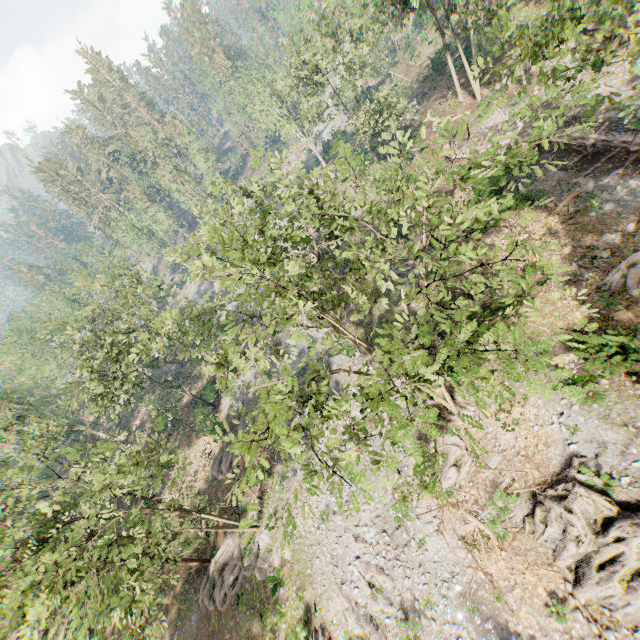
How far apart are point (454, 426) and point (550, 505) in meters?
6.6

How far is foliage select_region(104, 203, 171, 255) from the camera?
54.8 meters

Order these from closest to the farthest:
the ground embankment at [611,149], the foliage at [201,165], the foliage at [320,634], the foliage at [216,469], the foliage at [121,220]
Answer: the foliage at [216,469]
the foliage at [320,634]
the ground embankment at [611,149]
the foliage at [201,165]
the foliage at [121,220]

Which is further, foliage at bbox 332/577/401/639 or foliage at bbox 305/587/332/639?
foliage at bbox 305/587/332/639

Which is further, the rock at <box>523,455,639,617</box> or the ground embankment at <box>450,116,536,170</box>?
the ground embankment at <box>450,116,536,170</box>

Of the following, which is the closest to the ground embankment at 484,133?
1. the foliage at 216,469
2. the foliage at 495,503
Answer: the foliage at 216,469

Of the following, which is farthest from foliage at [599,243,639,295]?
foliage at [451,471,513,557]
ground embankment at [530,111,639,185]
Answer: foliage at [451,471,513,557]

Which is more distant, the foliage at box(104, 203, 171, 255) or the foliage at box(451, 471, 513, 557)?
the foliage at box(104, 203, 171, 255)
